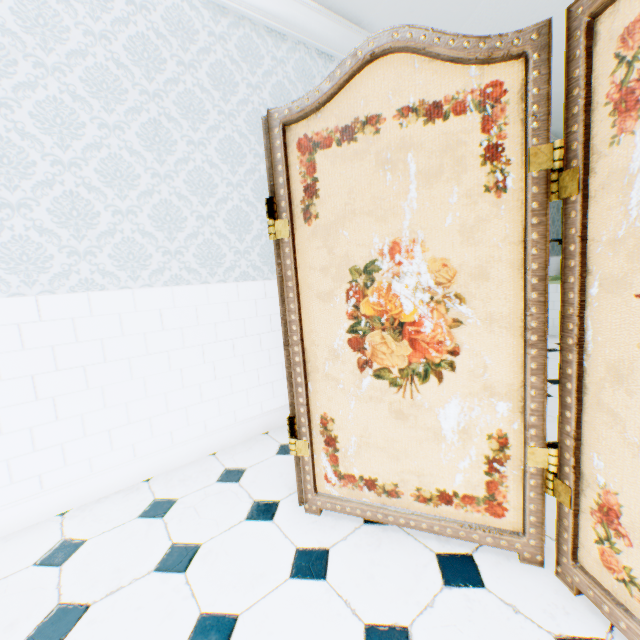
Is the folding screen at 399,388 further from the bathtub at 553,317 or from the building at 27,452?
the bathtub at 553,317

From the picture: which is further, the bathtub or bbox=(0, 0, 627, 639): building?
the bathtub

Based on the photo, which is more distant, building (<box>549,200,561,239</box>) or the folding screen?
building (<box>549,200,561,239</box>)

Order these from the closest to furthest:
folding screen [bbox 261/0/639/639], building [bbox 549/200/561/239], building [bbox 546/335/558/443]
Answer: folding screen [bbox 261/0/639/639] < building [bbox 546/335/558/443] < building [bbox 549/200/561/239]

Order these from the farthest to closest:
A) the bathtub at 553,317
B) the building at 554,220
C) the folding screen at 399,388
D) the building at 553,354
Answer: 1. the building at 554,220
2. the bathtub at 553,317
3. the building at 553,354
4. the folding screen at 399,388

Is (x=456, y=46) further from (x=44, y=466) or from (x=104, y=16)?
(x=44, y=466)

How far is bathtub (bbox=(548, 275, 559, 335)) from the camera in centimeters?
475cm
